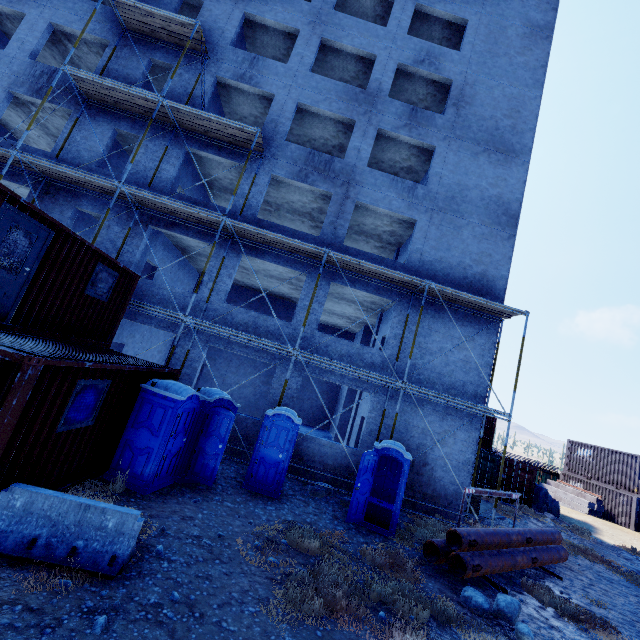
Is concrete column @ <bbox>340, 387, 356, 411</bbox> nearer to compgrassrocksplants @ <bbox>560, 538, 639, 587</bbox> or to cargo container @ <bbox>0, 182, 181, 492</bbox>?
compgrassrocksplants @ <bbox>560, 538, 639, 587</bbox>

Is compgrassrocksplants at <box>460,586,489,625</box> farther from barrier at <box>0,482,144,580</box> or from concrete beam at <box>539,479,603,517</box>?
concrete beam at <box>539,479,603,517</box>

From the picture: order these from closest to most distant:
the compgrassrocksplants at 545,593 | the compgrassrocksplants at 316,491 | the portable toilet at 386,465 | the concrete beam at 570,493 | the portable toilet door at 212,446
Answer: the compgrassrocksplants at 545,593, the portable toilet door at 212,446, the portable toilet at 386,465, the compgrassrocksplants at 316,491, the concrete beam at 570,493

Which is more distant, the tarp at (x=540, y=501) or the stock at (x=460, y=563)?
the tarp at (x=540, y=501)

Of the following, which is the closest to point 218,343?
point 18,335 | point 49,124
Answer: point 18,335

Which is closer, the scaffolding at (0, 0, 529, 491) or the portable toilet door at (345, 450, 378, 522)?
the portable toilet door at (345, 450, 378, 522)

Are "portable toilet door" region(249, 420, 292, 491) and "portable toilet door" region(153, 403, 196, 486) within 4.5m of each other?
yes

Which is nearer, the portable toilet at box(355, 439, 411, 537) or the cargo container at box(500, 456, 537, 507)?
the portable toilet at box(355, 439, 411, 537)
